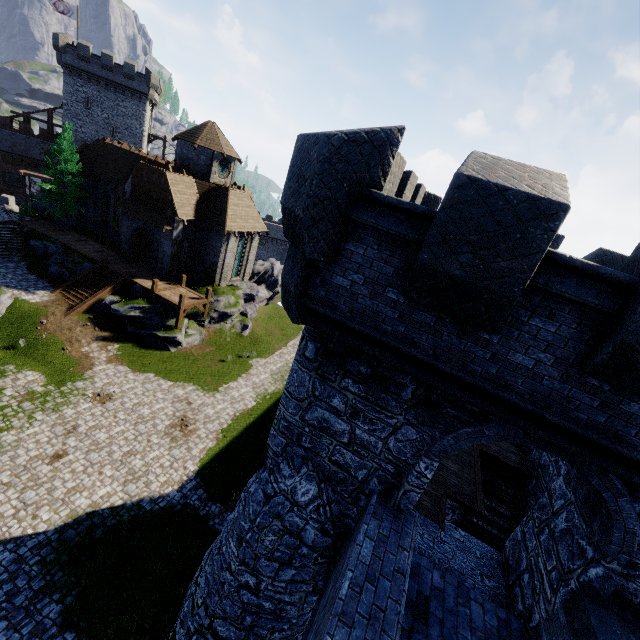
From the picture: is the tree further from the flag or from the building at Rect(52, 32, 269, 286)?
the flag

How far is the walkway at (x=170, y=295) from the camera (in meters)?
25.91

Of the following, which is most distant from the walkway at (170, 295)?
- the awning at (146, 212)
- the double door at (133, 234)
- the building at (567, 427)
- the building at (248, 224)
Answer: the building at (567, 427)

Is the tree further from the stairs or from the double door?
the double door

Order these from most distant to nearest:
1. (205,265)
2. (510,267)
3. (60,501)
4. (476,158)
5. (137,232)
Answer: (205,265) → (137,232) → (60,501) → (476,158) → (510,267)

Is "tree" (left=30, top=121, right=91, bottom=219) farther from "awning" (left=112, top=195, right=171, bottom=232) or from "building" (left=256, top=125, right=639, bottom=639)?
"building" (left=256, top=125, right=639, bottom=639)

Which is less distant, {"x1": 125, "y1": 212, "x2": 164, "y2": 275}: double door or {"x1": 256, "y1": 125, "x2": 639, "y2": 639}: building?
{"x1": 256, "y1": 125, "x2": 639, "y2": 639}: building

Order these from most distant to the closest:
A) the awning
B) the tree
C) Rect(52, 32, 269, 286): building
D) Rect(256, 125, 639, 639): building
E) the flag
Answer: the flag
the tree
Rect(52, 32, 269, 286): building
the awning
Rect(256, 125, 639, 639): building
